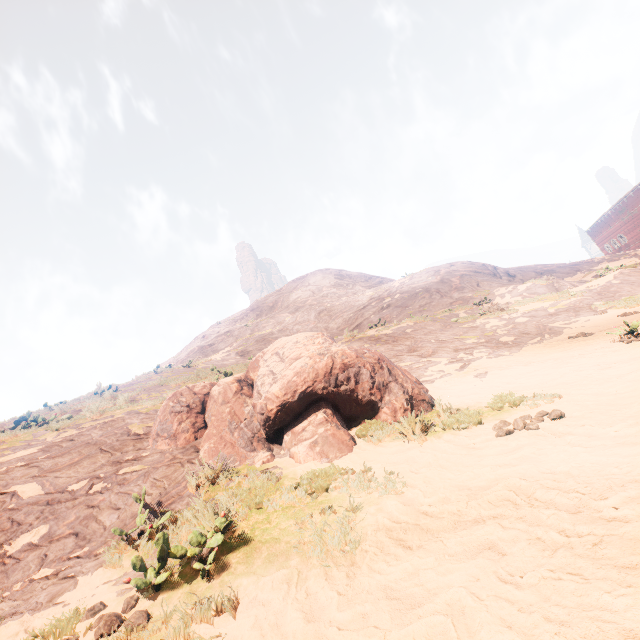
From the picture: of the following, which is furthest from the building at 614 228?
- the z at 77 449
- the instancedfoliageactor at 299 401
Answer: the instancedfoliageactor at 299 401

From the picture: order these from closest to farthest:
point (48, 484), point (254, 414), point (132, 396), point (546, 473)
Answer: point (546, 473) → point (48, 484) → point (254, 414) → point (132, 396)

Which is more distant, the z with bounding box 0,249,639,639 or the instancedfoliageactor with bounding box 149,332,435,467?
the instancedfoliageactor with bounding box 149,332,435,467

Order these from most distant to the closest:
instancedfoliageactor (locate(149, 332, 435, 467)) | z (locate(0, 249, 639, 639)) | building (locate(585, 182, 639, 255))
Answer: building (locate(585, 182, 639, 255))
instancedfoliageactor (locate(149, 332, 435, 467))
z (locate(0, 249, 639, 639))

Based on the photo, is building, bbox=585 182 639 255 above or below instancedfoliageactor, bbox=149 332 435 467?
above

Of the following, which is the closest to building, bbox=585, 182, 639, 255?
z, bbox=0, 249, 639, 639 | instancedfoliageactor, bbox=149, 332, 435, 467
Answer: z, bbox=0, 249, 639, 639

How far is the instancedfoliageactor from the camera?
5.5 meters
